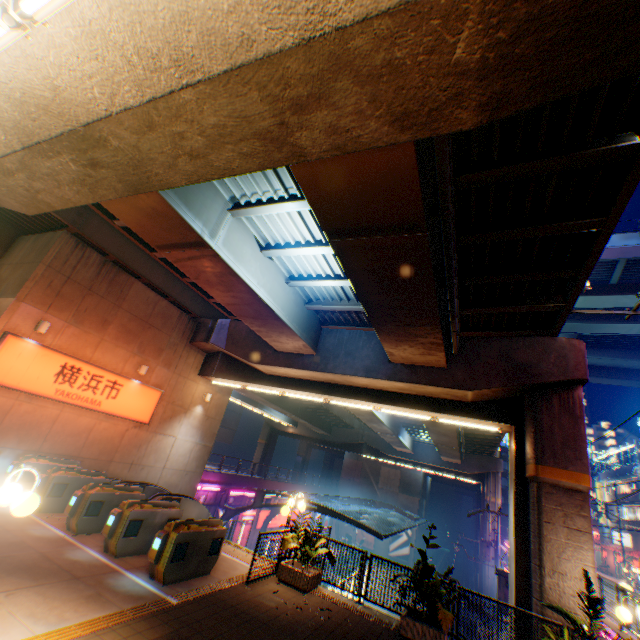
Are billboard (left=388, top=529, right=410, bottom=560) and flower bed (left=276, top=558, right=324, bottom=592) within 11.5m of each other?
no

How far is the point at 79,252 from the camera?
12.5 meters

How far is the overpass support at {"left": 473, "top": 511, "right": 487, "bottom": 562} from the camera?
34.2m

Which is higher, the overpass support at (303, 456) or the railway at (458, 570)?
the overpass support at (303, 456)

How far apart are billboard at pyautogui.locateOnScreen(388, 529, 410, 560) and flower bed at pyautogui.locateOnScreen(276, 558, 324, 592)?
41.8 meters

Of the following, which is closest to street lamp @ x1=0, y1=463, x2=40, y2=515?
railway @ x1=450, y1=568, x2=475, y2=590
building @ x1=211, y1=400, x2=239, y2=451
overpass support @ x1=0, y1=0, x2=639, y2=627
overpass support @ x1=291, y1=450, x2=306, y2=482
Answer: overpass support @ x1=0, y1=0, x2=639, y2=627

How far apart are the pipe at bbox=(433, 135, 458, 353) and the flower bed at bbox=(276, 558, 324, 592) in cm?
830

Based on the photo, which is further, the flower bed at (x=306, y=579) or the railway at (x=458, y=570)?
the railway at (x=458, y=570)
